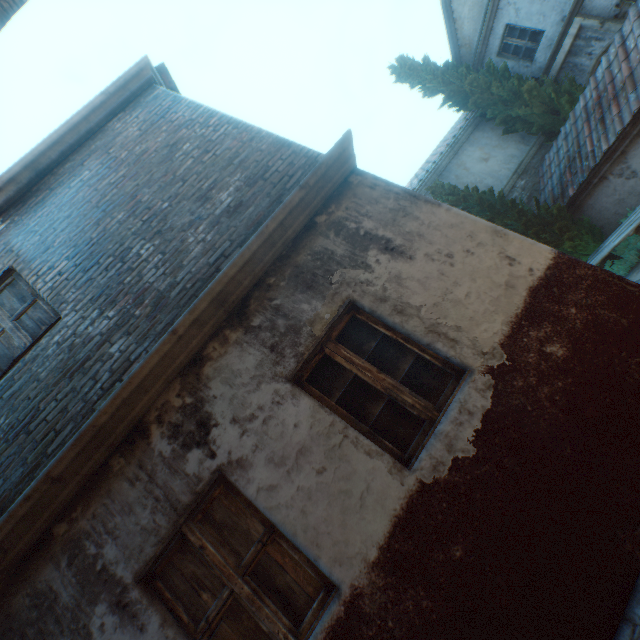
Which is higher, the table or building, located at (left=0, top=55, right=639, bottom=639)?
building, located at (left=0, top=55, right=639, bottom=639)

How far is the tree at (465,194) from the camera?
9.4m

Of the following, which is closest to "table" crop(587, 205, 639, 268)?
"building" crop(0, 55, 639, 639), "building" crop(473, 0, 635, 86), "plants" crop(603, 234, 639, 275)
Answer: "plants" crop(603, 234, 639, 275)

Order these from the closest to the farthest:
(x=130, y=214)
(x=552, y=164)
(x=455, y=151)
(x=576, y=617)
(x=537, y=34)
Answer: (x=576, y=617) < (x=130, y=214) < (x=552, y=164) < (x=537, y=34) < (x=455, y=151)

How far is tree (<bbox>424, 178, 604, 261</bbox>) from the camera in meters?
9.4 m

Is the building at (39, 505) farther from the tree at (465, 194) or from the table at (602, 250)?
the table at (602, 250)

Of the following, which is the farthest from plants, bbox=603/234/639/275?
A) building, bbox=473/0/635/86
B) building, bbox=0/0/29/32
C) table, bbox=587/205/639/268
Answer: building, bbox=0/0/29/32
